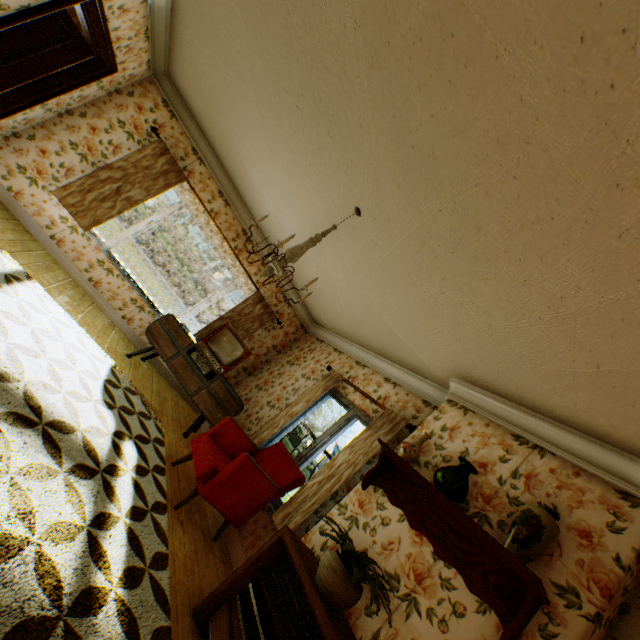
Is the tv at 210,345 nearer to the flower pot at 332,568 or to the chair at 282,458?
the chair at 282,458

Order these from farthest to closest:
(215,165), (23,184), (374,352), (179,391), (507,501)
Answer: (179,391), (215,165), (374,352), (23,184), (507,501)

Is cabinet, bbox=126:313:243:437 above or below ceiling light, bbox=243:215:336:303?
below

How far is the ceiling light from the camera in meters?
2.8 m

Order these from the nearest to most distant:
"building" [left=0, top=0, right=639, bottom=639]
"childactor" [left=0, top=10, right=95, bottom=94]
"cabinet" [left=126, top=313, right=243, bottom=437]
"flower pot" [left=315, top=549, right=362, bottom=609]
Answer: "building" [left=0, top=0, right=639, bottom=639]
"flower pot" [left=315, top=549, right=362, bottom=609]
"childactor" [left=0, top=10, right=95, bottom=94]
"cabinet" [left=126, top=313, right=243, bottom=437]

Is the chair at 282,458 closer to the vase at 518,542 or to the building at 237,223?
the building at 237,223

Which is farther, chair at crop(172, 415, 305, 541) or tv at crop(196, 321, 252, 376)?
tv at crop(196, 321, 252, 376)

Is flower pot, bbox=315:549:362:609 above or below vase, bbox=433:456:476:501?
below
